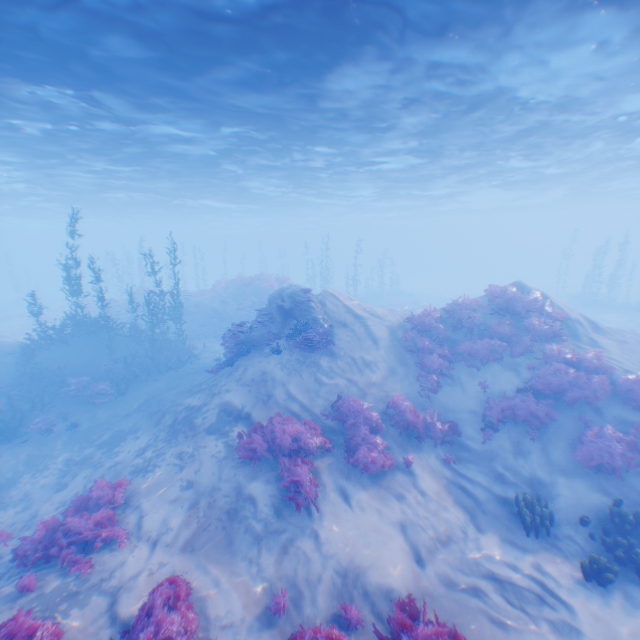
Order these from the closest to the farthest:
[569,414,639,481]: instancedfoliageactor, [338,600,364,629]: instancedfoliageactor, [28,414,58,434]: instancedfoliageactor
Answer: [338,600,364,629]: instancedfoliageactor
[569,414,639,481]: instancedfoliageactor
[28,414,58,434]: instancedfoliageactor

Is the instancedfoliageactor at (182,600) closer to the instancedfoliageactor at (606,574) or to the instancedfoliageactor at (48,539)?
the instancedfoliageactor at (48,539)

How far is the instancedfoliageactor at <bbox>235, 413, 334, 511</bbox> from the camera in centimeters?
818cm

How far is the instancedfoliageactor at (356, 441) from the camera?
9.2 meters

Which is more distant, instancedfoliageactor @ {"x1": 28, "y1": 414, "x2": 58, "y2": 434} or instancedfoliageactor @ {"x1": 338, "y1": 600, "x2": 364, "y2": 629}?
instancedfoliageactor @ {"x1": 28, "y1": 414, "x2": 58, "y2": 434}

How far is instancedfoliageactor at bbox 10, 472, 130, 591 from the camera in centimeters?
679cm

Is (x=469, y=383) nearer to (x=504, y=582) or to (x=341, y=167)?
(x=504, y=582)

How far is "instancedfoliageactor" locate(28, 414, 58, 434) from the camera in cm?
1347
